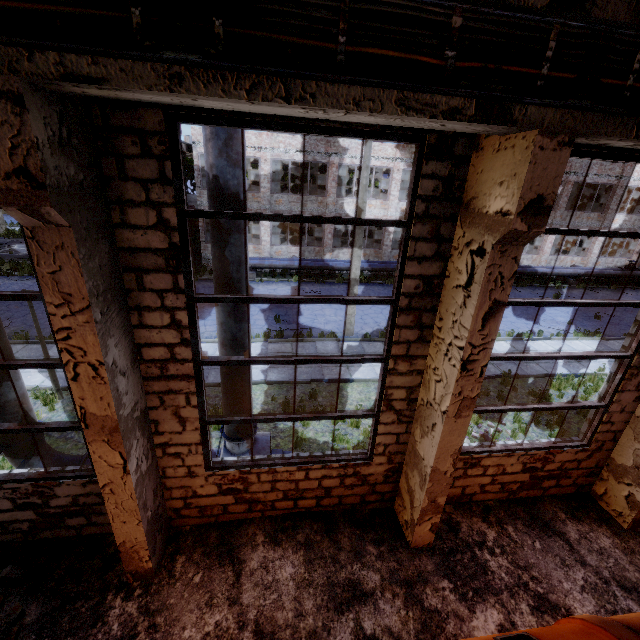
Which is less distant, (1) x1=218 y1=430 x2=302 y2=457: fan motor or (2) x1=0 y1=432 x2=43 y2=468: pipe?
(2) x1=0 y1=432 x2=43 y2=468: pipe

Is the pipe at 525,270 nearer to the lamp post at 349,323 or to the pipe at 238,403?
the lamp post at 349,323

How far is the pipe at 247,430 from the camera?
6.3m

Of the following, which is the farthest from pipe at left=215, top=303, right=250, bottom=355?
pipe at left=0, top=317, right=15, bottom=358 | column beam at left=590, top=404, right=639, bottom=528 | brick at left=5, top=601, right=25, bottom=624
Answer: column beam at left=590, top=404, right=639, bottom=528

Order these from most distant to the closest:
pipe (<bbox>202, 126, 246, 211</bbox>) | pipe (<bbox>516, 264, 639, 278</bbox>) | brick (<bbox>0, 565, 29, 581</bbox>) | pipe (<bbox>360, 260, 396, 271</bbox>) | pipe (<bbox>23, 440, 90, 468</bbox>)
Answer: pipe (<bbox>516, 264, 639, 278</bbox>), pipe (<bbox>360, 260, 396, 271</bbox>), pipe (<bbox>23, 440, 90, 468</bbox>), brick (<bbox>0, 565, 29, 581</bbox>), pipe (<bbox>202, 126, 246, 211</bbox>)

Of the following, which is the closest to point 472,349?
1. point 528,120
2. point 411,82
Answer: point 528,120

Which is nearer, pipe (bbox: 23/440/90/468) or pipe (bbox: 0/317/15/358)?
pipe (bbox: 0/317/15/358)

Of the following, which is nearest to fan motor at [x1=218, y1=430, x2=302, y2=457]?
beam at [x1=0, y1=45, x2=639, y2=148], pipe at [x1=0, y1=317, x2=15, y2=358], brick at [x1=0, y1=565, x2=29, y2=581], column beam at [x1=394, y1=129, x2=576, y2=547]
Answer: pipe at [x1=0, y1=317, x2=15, y2=358]
